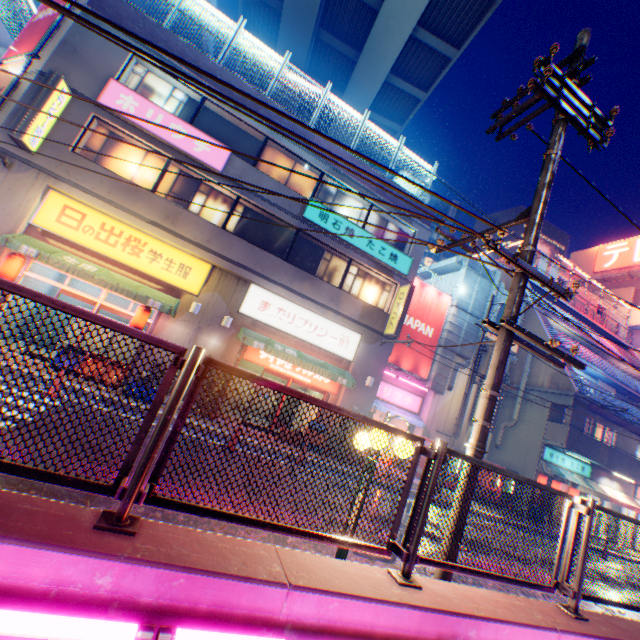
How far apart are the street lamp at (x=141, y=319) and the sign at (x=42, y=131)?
5.7m

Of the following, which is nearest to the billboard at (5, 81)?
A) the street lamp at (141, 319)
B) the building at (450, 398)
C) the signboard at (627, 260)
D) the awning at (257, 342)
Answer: the street lamp at (141, 319)

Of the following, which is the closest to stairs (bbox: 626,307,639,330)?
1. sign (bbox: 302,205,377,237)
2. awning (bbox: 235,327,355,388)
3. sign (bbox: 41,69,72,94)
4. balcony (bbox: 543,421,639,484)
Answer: balcony (bbox: 543,421,639,484)

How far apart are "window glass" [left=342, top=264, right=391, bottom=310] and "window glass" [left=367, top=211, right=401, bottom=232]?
1.29m

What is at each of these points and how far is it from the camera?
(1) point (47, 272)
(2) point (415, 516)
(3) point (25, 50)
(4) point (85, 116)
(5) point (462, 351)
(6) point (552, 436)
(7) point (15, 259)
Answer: (1) building, 12.2m
(2) metal fence, 3.2m
(3) billboard, 11.4m
(4) building, 11.1m
(5) ventilation tube, 18.3m
(6) balcony, 18.0m
(7) street lamp, 10.1m

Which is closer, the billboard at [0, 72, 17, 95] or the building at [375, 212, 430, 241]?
the billboard at [0, 72, 17, 95]

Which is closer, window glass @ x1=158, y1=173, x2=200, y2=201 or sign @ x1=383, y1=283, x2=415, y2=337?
window glass @ x1=158, y1=173, x2=200, y2=201

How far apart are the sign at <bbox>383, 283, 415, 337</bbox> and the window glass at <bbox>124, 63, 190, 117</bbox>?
11.70m
